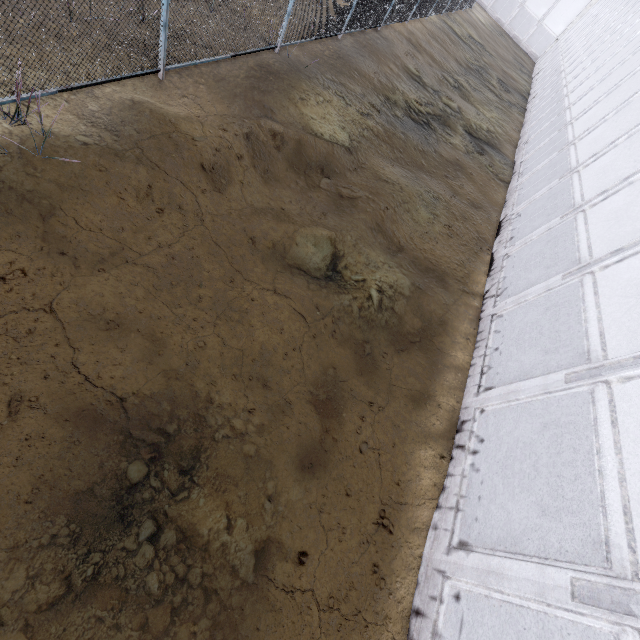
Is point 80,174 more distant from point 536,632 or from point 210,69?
point 536,632
